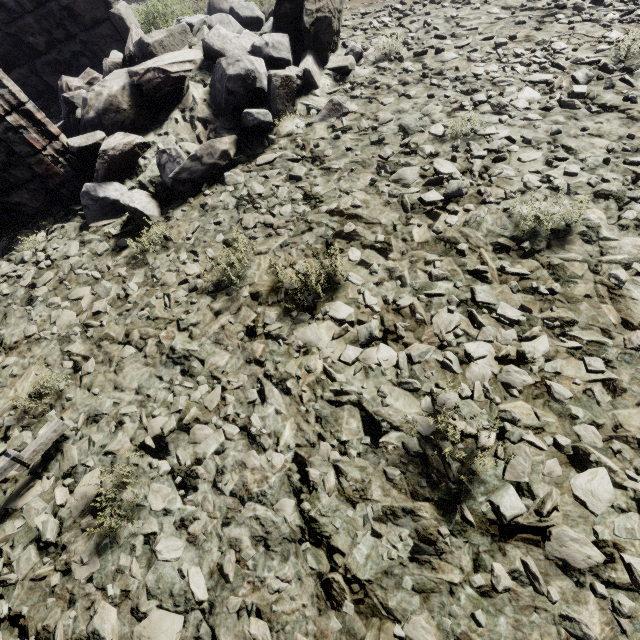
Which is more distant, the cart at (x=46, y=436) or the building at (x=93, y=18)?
the building at (x=93, y=18)

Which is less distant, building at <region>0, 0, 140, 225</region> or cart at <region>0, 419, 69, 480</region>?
cart at <region>0, 419, 69, 480</region>

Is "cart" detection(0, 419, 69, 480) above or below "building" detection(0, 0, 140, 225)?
below

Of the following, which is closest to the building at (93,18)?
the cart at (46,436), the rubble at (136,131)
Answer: the rubble at (136,131)

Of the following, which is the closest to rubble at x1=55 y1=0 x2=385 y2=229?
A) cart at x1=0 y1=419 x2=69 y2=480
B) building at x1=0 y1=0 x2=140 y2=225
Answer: building at x1=0 y1=0 x2=140 y2=225

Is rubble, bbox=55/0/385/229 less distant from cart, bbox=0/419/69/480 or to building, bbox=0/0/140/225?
building, bbox=0/0/140/225

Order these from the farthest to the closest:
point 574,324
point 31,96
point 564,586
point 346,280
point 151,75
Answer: point 31,96, point 151,75, point 346,280, point 574,324, point 564,586
